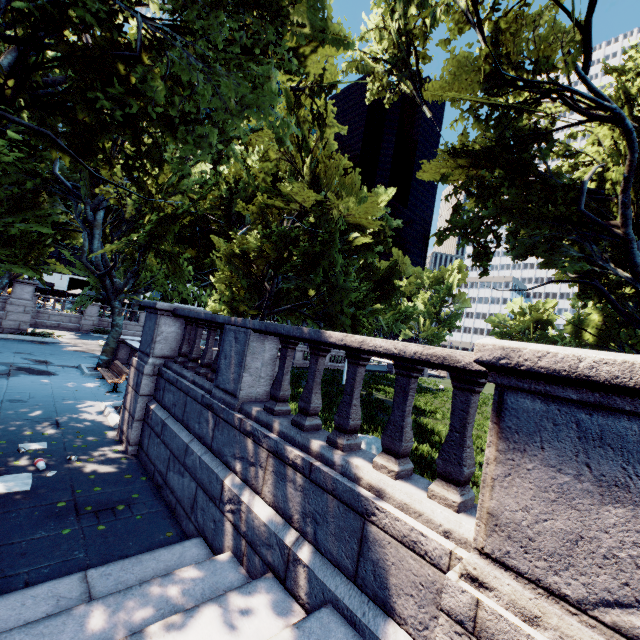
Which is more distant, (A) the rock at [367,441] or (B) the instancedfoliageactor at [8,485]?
(A) the rock at [367,441]

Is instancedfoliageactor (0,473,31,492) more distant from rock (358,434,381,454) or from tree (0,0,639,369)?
rock (358,434,381,454)

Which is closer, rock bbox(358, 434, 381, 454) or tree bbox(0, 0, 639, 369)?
tree bbox(0, 0, 639, 369)

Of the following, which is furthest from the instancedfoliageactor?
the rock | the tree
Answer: the rock

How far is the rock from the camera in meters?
11.3 m

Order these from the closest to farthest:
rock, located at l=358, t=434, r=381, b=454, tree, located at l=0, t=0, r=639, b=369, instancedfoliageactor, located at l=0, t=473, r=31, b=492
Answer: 1. instancedfoliageactor, located at l=0, t=473, r=31, b=492
2. tree, located at l=0, t=0, r=639, b=369
3. rock, located at l=358, t=434, r=381, b=454

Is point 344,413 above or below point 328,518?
above

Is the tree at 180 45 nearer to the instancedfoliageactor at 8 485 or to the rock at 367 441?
the instancedfoliageactor at 8 485
